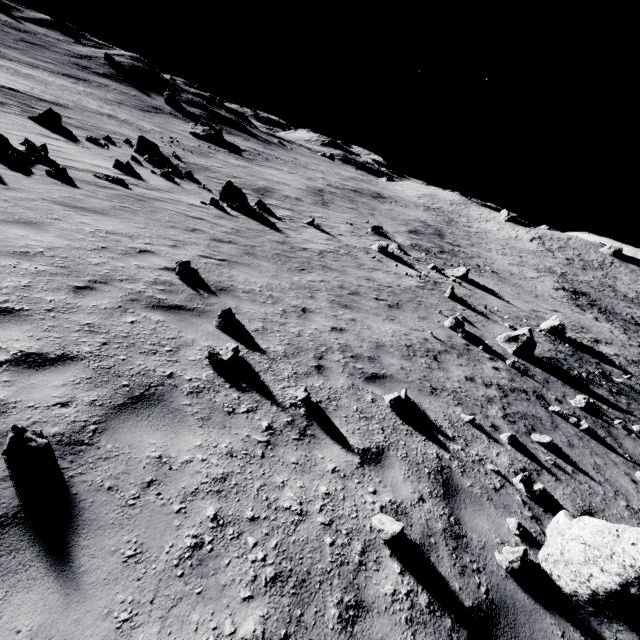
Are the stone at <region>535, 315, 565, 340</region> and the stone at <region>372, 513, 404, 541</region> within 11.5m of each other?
no

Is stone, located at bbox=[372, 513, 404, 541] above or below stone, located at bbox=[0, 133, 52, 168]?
above

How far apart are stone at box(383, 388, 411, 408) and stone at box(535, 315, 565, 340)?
18.0m

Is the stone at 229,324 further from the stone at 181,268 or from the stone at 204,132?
the stone at 204,132

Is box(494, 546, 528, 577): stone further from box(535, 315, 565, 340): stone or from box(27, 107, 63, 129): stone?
box(27, 107, 63, 129): stone

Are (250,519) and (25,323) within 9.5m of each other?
yes

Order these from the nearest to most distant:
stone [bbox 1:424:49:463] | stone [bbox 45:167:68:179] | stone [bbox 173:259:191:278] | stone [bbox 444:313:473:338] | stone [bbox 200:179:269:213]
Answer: stone [bbox 1:424:49:463], stone [bbox 173:259:191:278], stone [bbox 45:167:68:179], stone [bbox 444:313:473:338], stone [bbox 200:179:269:213]

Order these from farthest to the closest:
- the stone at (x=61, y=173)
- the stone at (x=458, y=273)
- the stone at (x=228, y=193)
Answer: the stone at (x=458, y=273), the stone at (x=228, y=193), the stone at (x=61, y=173)
